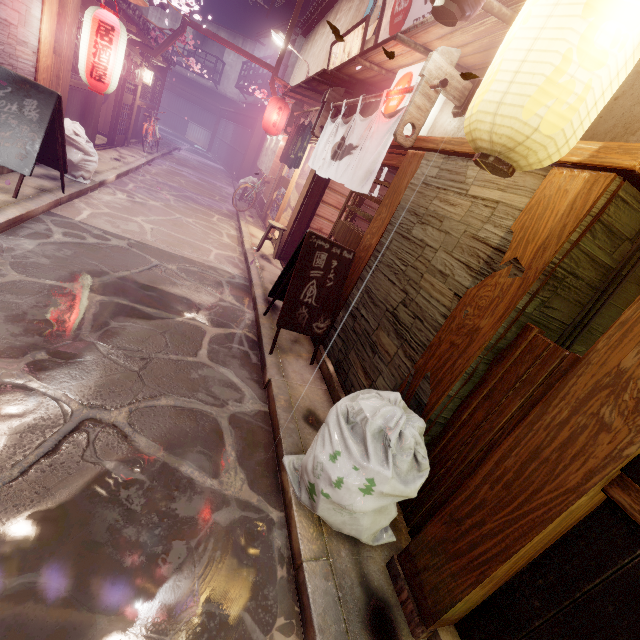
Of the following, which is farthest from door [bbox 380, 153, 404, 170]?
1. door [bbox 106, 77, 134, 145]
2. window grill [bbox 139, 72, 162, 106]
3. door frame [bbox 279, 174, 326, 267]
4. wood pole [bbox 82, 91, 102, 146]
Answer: window grill [bbox 139, 72, 162, 106]

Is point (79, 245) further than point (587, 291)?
Yes

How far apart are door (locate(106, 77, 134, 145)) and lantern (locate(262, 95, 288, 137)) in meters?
7.4 m

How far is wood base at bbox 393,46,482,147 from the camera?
6.0m

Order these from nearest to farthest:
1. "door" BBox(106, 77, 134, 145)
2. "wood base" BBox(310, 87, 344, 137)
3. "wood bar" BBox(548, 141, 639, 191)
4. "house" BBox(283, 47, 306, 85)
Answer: "wood bar" BBox(548, 141, 639, 191), "wood base" BBox(310, 87, 344, 137), "door" BBox(106, 77, 134, 145), "house" BBox(283, 47, 306, 85)

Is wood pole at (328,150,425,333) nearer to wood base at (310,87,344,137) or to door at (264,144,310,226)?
wood base at (310,87,344,137)

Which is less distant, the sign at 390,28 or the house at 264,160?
the sign at 390,28

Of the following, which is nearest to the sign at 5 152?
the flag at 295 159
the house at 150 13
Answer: the flag at 295 159
